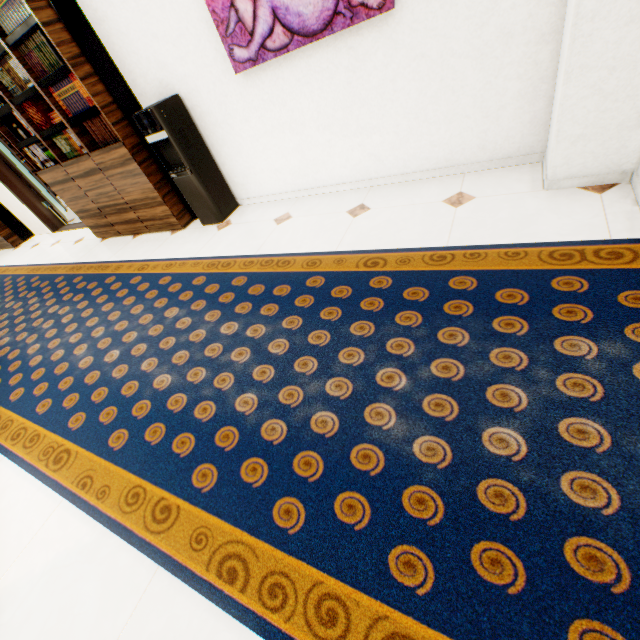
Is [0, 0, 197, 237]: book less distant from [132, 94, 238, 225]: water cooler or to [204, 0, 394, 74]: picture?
[132, 94, 238, 225]: water cooler

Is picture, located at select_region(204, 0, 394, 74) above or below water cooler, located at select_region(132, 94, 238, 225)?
above

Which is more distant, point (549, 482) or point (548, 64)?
point (548, 64)

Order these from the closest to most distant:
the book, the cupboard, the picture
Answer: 1. the picture
2. the book
3. the cupboard

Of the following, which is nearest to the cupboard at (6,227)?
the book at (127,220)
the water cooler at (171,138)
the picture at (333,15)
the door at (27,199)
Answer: the door at (27,199)

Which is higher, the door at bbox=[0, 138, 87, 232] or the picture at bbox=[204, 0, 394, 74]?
the picture at bbox=[204, 0, 394, 74]

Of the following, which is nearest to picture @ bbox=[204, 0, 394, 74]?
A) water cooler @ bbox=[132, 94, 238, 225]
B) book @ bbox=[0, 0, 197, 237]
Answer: water cooler @ bbox=[132, 94, 238, 225]

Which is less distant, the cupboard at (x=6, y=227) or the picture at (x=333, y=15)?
the picture at (x=333, y=15)
